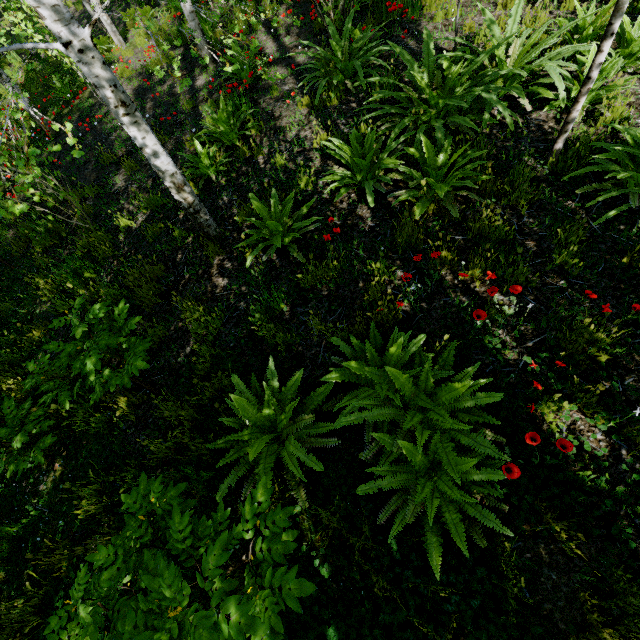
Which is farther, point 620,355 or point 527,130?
point 527,130

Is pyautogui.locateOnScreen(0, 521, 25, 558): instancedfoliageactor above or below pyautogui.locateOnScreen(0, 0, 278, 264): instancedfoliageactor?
below

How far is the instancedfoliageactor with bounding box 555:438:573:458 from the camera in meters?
1.8 m

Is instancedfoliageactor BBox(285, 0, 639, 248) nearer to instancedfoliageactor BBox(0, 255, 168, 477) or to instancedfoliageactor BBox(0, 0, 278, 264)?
instancedfoliageactor BBox(0, 255, 168, 477)

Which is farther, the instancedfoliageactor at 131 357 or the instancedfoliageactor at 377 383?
the instancedfoliageactor at 131 357

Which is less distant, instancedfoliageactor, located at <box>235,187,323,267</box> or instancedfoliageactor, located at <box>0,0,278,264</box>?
instancedfoliageactor, located at <box>0,0,278,264</box>

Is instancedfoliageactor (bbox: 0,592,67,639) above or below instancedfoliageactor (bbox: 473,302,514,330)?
below
